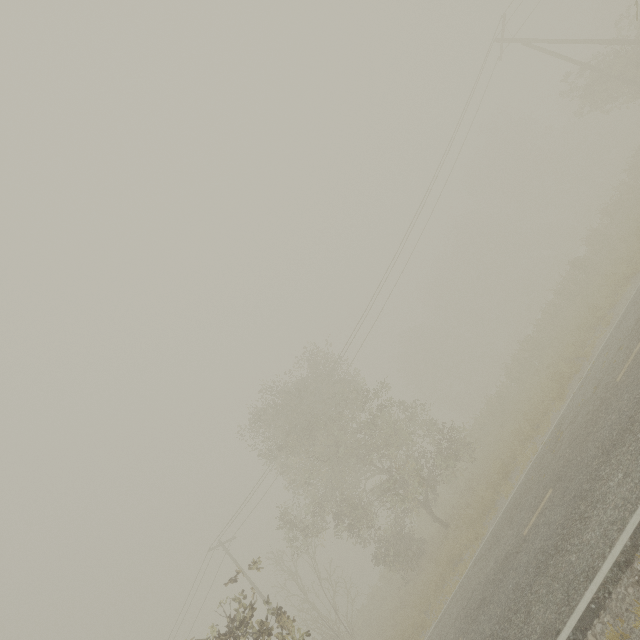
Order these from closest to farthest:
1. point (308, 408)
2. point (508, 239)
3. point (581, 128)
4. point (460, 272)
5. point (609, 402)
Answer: point (609, 402) < point (308, 408) < point (581, 128) < point (508, 239) < point (460, 272)
